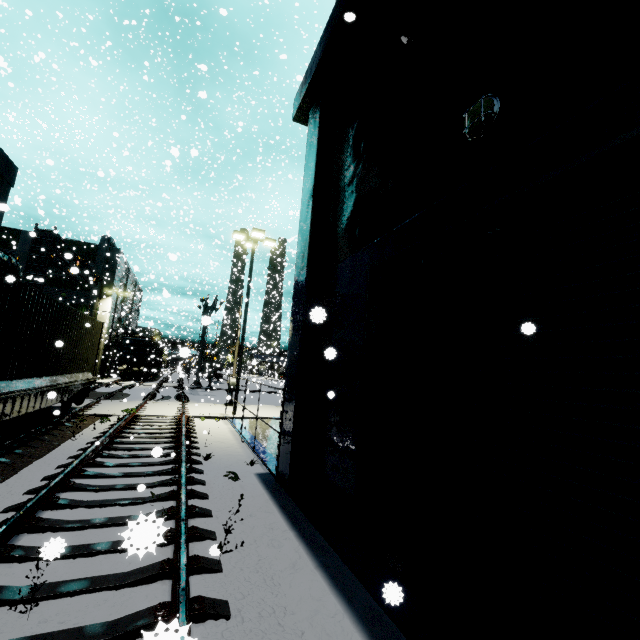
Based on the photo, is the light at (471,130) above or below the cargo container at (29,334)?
above

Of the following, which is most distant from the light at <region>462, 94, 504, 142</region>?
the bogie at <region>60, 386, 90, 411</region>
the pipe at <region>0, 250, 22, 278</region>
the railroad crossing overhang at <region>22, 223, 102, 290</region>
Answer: the bogie at <region>60, 386, 90, 411</region>

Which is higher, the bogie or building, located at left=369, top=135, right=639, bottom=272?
building, located at left=369, top=135, right=639, bottom=272

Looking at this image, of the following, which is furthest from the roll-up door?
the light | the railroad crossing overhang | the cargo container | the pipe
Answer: the railroad crossing overhang

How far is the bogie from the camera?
12.6m

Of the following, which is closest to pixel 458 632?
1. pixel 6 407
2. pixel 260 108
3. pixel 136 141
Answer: pixel 6 407

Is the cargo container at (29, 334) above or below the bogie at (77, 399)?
above

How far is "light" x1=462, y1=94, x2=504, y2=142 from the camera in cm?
358
